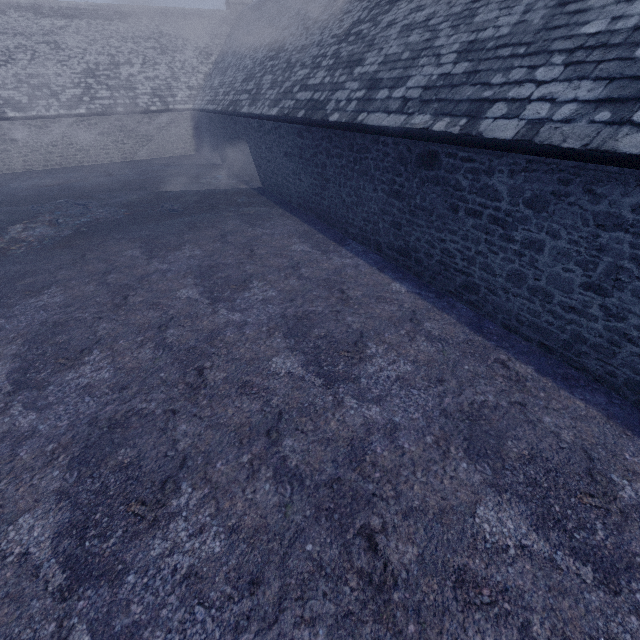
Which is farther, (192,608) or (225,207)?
(225,207)
